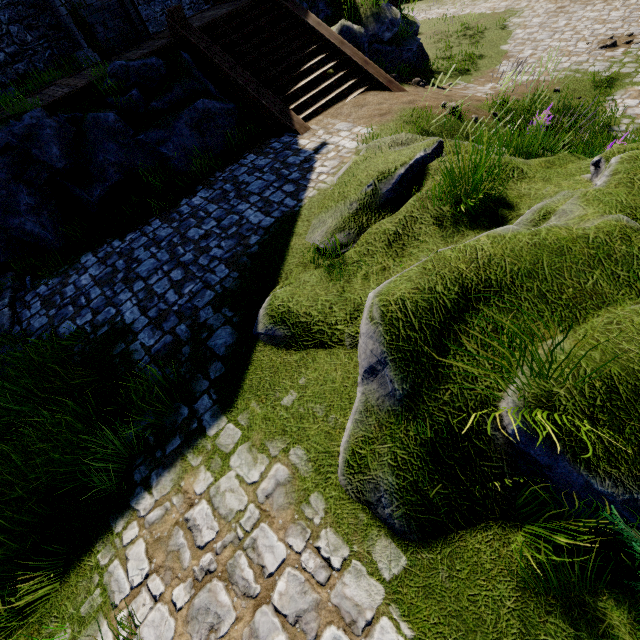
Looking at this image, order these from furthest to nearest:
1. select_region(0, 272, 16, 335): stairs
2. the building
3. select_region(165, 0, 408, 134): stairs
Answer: the building → select_region(165, 0, 408, 134): stairs → select_region(0, 272, 16, 335): stairs

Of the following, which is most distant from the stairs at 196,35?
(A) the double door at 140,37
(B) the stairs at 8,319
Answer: (B) the stairs at 8,319

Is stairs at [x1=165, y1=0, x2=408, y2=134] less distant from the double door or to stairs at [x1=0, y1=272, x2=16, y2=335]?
the double door

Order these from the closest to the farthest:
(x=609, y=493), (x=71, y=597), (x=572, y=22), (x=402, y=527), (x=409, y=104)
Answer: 1. (x=609, y=493)
2. (x=402, y=527)
3. (x=71, y=597)
4. (x=409, y=104)
5. (x=572, y=22)

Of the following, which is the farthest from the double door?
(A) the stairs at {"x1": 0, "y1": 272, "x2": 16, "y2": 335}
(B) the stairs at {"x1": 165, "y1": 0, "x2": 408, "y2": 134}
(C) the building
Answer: (A) the stairs at {"x1": 0, "y1": 272, "x2": 16, "y2": 335}

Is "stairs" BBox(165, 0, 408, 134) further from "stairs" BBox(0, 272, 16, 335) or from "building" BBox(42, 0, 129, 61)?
"stairs" BBox(0, 272, 16, 335)

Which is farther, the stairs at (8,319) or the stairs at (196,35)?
the stairs at (196,35)

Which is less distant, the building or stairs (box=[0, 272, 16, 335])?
stairs (box=[0, 272, 16, 335])
